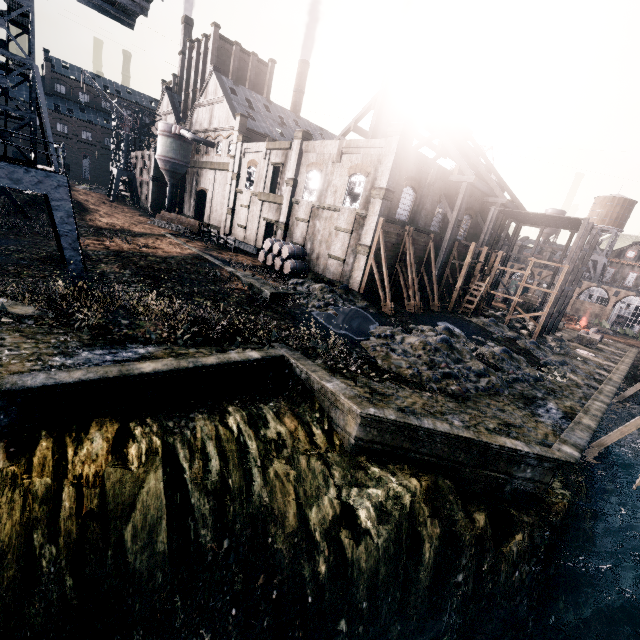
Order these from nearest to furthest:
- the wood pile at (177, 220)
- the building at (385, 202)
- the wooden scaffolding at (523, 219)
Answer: the building at (385, 202) → the wooden scaffolding at (523, 219) → the wood pile at (177, 220)

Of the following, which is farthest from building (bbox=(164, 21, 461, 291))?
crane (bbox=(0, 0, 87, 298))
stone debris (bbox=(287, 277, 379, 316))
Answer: crane (bbox=(0, 0, 87, 298))

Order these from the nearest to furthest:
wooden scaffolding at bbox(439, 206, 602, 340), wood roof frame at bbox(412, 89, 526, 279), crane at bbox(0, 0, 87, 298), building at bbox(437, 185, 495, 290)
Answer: crane at bbox(0, 0, 87, 298), wood roof frame at bbox(412, 89, 526, 279), wooden scaffolding at bbox(439, 206, 602, 340), building at bbox(437, 185, 495, 290)

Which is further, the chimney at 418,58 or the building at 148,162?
the building at 148,162

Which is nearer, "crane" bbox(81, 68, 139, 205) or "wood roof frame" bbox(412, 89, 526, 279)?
"wood roof frame" bbox(412, 89, 526, 279)

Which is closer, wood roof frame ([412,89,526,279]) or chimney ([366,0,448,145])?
chimney ([366,0,448,145])

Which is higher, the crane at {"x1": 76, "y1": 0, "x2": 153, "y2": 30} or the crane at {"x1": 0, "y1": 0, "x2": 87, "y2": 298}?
the crane at {"x1": 76, "y1": 0, "x2": 153, "y2": 30}

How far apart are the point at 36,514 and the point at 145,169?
62.55m
